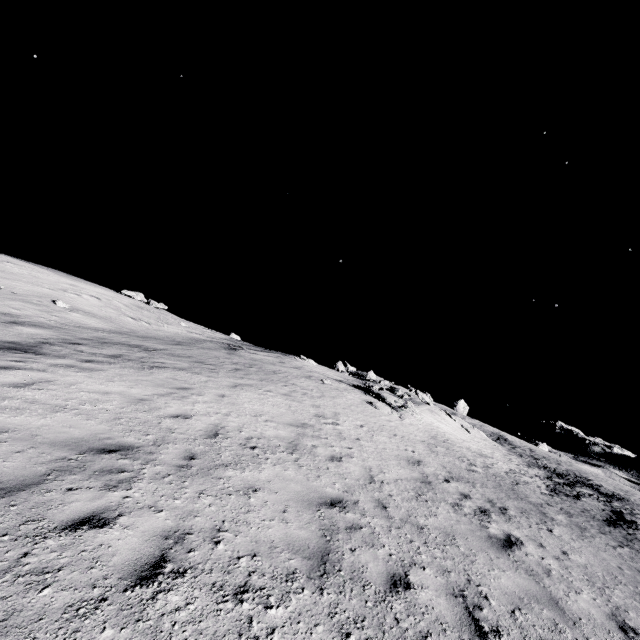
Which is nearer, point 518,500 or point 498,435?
point 518,500

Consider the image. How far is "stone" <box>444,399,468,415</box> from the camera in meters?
54.5

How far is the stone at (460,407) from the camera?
54.53m
